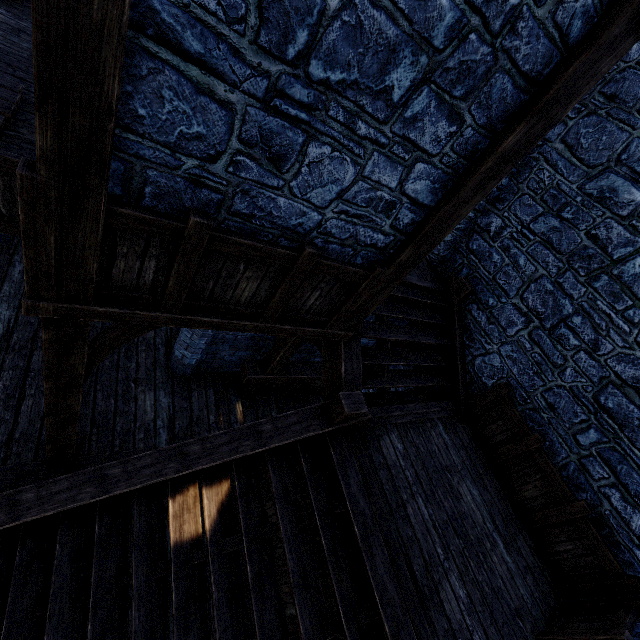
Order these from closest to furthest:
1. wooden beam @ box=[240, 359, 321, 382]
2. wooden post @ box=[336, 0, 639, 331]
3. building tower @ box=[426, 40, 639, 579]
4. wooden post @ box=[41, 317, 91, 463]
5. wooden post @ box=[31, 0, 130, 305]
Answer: wooden post @ box=[31, 0, 130, 305]
wooden post @ box=[336, 0, 639, 331]
wooden post @ box=[41, 317, 91, 463]
building tower @ box=[426, 40, 639, 579]
wooden beam @ box=[240, 359, 321, 382]

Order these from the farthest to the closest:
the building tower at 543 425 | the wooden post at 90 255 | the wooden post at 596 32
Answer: the building tower at 543 425
the wooden post at 596 32
the wooden post at 90 255

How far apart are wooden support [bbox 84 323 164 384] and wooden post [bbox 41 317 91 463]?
0.1 meters

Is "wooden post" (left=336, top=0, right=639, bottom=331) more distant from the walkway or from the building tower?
the walkway

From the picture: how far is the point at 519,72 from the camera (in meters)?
2.33

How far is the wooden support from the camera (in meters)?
3.20

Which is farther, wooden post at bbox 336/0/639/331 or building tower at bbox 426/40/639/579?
building tower at bbox 426/40/639/579

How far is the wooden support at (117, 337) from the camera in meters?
3.2 m
